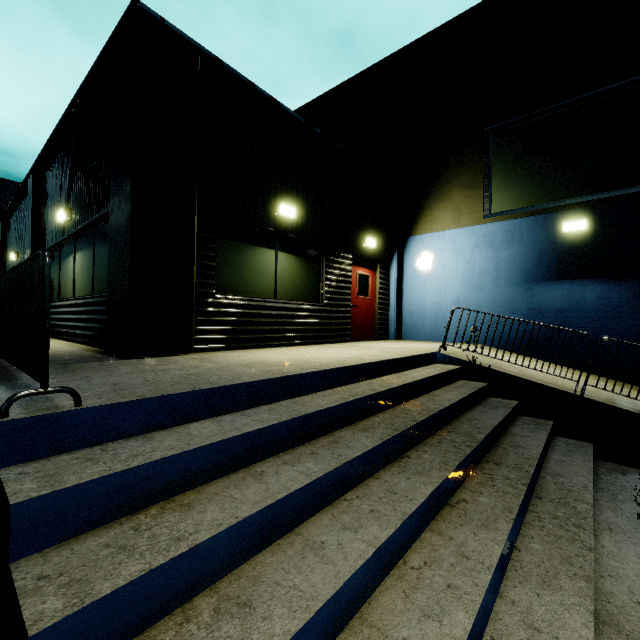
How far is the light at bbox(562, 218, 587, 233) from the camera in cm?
755

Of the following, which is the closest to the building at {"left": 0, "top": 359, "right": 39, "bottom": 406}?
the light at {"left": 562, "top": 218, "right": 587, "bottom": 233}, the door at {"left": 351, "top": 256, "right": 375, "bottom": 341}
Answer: the door at {"left": 351, "top": 256, "right": 375, "bottom": 341}

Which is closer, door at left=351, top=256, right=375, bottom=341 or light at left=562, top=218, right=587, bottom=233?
light at left=562, top=218, right=587, bottom=233

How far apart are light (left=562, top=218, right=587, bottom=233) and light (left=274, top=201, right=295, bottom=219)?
6.5 meters

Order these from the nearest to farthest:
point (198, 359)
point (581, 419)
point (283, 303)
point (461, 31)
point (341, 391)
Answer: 1. point (341, 391)
2. point (198, 359)
3. point (581, 419)
4. point (283, 303)
5. point (461, 31)

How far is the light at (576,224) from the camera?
7.6m

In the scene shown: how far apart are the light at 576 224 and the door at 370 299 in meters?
4.8

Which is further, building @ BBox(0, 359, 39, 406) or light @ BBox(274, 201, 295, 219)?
light @ BBox(274, 201, 295, 219)
